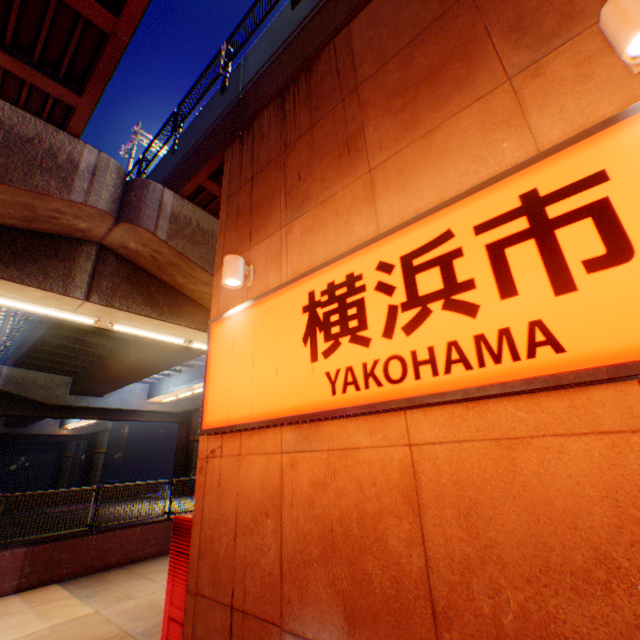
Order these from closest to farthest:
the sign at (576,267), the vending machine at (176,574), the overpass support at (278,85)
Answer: the sign at (576,267) → the vending machine at (176,574) → the overpass support at (278,85)

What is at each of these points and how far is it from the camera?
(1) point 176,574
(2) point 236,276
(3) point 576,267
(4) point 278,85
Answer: (1) vending machine, 4.4m
(2) street lamp, 4.5m
(3) sign, 2.0m
(4) overpass support, 6.1m

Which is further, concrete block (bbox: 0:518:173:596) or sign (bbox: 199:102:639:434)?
concrete block (bbox: 0:518:173:596)

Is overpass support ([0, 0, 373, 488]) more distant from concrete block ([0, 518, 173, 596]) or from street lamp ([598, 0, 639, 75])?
street lamp ([598, 0, 639, 75])

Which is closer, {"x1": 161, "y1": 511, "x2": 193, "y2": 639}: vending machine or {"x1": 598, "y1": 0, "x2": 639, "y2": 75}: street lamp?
{"x1": 598, "y1": 0, "x2": 639, "y2": 75}: street lamp

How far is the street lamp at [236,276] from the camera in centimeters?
447cm

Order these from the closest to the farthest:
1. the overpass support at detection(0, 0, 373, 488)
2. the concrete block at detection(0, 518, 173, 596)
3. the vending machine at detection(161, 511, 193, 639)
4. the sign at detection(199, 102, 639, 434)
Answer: the sign at detection(199, 102, 639, 434) < the vending machine at detection(161, 511, 193, 639) < the overpass support at detection(0, 0, 373, 488) < the concrete block at detection(0, 518, 173, 596)

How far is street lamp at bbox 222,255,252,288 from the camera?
4.5m
